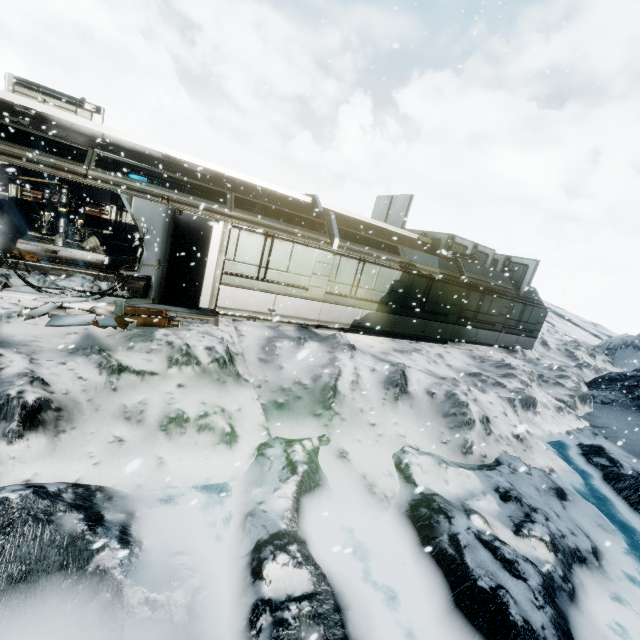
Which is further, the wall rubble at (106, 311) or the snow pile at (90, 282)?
the snow pile at (90, 282)

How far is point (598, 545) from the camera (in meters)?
5.91

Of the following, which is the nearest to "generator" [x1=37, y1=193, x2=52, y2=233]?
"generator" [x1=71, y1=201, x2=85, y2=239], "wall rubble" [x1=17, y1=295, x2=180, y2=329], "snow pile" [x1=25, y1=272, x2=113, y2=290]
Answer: "generator" [x1=71, y1=201, x2=85, y2=239]

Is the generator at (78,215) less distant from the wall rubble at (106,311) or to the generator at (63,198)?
the generator at (63,198)

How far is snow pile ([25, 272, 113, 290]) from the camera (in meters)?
8.05

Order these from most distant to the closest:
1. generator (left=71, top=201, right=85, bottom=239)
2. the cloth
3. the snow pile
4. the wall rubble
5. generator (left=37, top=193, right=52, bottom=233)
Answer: the cloth, generator (left=71, top=201, right=85, bottom=239), generator (left=37, top=193, right=52, bottom=233), the snow pile, the wall rubble

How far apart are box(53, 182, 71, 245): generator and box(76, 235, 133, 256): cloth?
0.4 meters

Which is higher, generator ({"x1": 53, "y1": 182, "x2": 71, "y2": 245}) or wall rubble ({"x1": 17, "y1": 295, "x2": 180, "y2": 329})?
generator ({"x1": 53, "y1": 182, "x2": 71, "y2": 245})
